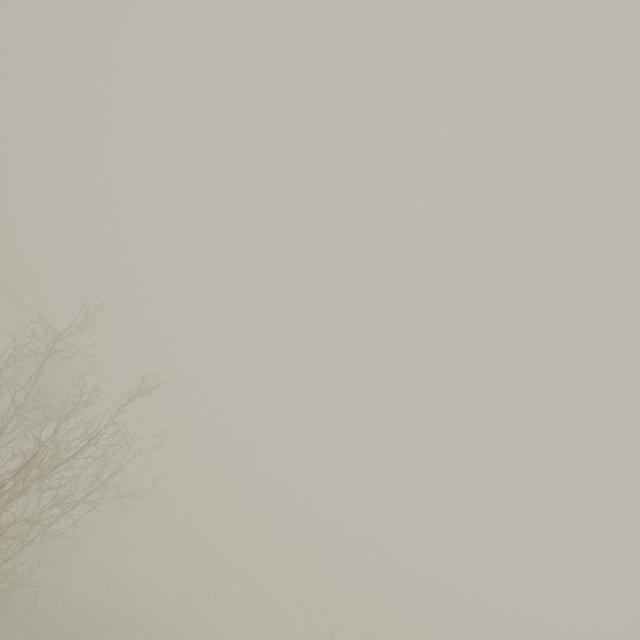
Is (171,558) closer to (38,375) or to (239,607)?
(239,607)
